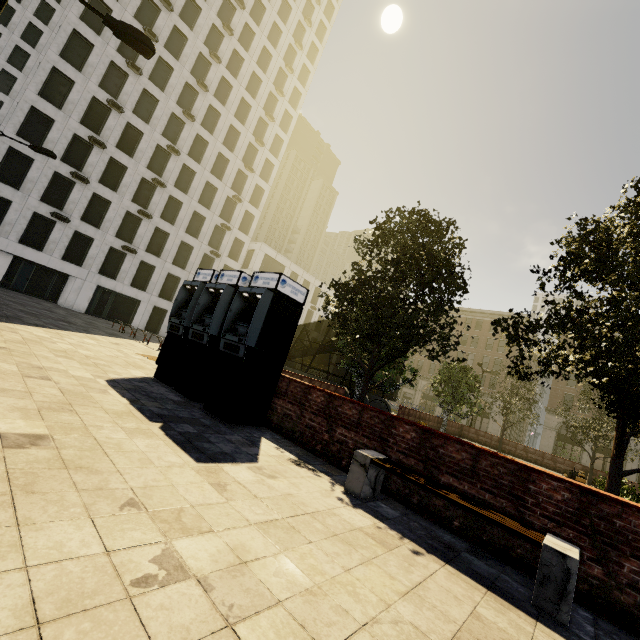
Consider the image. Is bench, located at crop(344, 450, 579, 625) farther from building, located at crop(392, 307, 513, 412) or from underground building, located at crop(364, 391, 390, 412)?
building, located at crop(392, 307, 513, 412)

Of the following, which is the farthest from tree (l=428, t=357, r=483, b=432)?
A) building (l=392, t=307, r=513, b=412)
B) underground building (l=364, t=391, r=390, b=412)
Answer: building (l=392, t=307, r=513, b=412)

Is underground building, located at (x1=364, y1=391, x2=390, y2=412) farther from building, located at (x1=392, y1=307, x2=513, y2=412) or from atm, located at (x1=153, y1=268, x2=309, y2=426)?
building, located at (x1=392, y1=307, x2=513, y2=412)

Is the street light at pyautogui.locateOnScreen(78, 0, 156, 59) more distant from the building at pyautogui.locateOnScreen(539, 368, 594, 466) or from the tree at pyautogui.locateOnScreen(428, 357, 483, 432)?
the building at pyautogui.locateOnScreen(539, 368, 594, 466)

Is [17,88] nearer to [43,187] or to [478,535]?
[43,187]

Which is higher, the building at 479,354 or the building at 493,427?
the building at 479,354

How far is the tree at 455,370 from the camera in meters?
24.3 m

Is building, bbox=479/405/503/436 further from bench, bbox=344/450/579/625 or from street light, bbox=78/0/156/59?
bench, bbox=344/450/579/625
